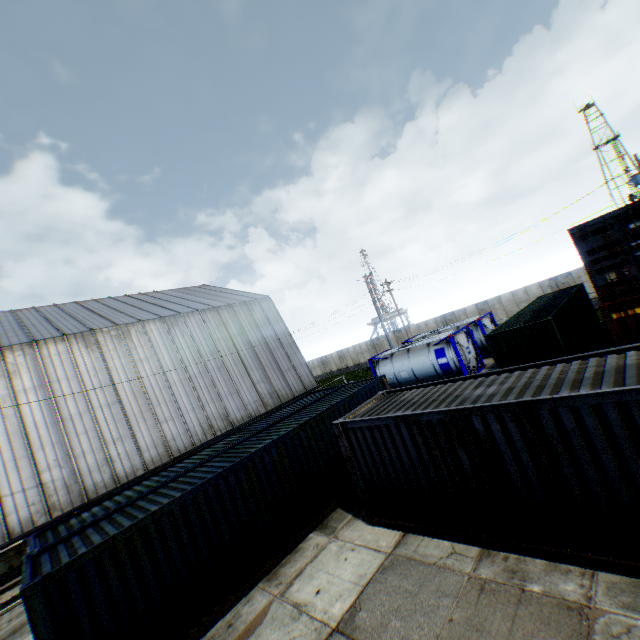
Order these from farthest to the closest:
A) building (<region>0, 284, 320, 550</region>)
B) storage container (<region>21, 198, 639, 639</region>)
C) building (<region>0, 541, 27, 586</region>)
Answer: building (<region>0, 284, 320, 550</region>), building (<region>0, 541, 27, 586</region>), storage container (<region>21, 198, 639, 639</region>)

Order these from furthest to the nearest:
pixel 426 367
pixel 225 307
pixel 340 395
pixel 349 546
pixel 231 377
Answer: pixel 225 307 < pixel 231 377 < pixel 426 367 < pixel 340 395 < pixel 349 546

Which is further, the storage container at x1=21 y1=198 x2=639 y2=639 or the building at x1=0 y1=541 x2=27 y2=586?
the building at x1=0 y1=541 x2=27 y2=586

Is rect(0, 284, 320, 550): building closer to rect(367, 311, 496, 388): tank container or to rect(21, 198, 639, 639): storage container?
rect(367, 311, 496, 388): tank container

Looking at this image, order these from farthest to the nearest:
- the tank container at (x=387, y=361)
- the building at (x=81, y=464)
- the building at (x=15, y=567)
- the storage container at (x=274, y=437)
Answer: the tank container at (x=387, y=361) → the building at (x=81, y=464) → the building at (x=15, y=567) → the storage container at (x=274, y=437)

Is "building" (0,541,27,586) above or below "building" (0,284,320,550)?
below

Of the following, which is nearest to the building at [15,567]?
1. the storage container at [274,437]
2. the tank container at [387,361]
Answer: the tank container at [387,361]
